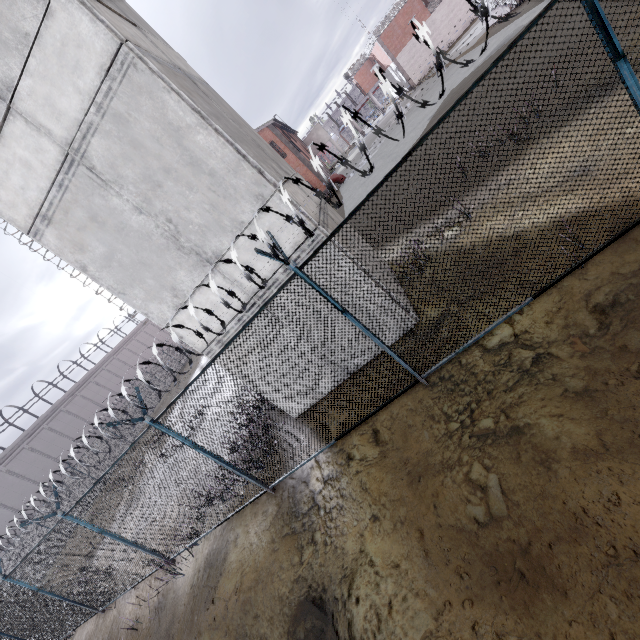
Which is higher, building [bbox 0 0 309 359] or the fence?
building [bbox 0 0 309 359]

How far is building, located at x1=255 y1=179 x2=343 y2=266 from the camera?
6.00m

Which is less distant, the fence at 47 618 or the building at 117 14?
the fence at 47 618

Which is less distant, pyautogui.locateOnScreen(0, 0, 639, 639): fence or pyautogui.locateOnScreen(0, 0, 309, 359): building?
pyautogui.locateOnScreen(0, 0, 639, 639): fence

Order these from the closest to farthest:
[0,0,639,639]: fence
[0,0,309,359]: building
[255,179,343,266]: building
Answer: A:
[0,0,639,639]: fence
[0,0,309,359]: building
[255,179,343,266]: building

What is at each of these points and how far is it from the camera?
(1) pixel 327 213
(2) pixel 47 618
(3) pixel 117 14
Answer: (1) building, 7.92m
(2) fence, 9.84m
(3) building, 5.77m

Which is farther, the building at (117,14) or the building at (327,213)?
the building at (327,213)

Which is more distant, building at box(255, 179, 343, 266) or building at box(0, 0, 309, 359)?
building at box(255, 179, 343, 266)
